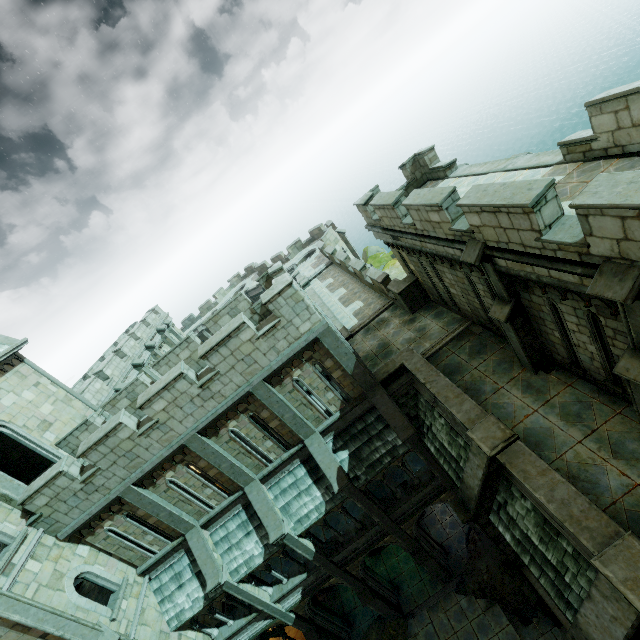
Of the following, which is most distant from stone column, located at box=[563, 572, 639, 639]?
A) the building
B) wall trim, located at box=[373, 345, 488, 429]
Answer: the building

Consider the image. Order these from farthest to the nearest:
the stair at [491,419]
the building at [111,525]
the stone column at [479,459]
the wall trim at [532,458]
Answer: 1. the building at [111,525]
2. the stone column at [479,459]
3. the stair at [491,419]
4. the wall trim at [532,458]

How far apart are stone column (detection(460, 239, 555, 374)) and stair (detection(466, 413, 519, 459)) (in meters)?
2.14

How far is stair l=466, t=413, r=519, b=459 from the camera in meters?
8.2

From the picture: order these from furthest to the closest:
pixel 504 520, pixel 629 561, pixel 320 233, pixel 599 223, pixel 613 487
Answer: pixel 320 233 → pixel 504 520 → pixel 613 487 → pixel 629 561 → pixel 599 223

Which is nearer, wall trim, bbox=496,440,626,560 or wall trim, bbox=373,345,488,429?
wall trim, bbox=496,440,626,560

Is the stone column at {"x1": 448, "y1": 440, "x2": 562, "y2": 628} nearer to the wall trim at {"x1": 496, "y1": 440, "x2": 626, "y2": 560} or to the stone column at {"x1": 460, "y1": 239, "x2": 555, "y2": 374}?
the wall trim at {"x1": 496, "y1": 440, "x2": 626, "y2": 560}

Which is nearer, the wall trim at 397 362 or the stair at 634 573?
the stair at 634 573
